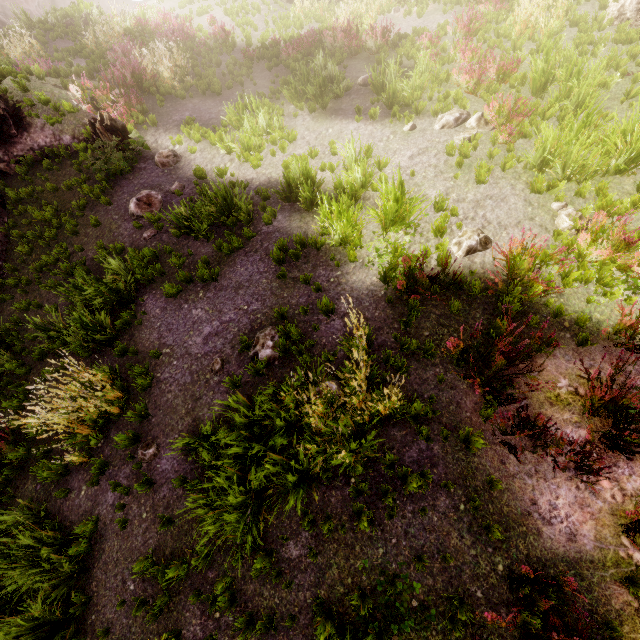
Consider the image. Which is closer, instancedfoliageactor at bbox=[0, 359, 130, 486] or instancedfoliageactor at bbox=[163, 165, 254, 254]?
instancedfoliageactor at bbox=[0, 359, 130, 486]

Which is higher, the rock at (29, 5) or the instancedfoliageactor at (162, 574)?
the rock at (29, 5)

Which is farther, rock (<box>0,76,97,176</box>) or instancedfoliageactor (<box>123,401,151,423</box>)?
rock (<box>0,76,97,176</box>)

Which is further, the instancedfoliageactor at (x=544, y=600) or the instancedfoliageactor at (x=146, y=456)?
the instancedfoliageactor at (x=146, y=456)

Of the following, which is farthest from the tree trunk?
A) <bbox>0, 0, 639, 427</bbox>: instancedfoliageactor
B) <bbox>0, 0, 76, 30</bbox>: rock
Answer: <bbox>0, 0, 639, 427</bbox>: instancedfoliageactor

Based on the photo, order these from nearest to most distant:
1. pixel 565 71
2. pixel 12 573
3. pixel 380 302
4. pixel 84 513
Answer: pixel 12 573, pixel 84 513, pixel 380 302, pixel 565 71

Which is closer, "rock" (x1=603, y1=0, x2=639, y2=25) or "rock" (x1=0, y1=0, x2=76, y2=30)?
"rock" (x1=603, y1=0, x2=639, y2=25)

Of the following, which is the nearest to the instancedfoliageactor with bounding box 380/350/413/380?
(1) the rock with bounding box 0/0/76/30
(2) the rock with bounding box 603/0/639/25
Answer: (1) the rock with bounding box 0/0/76/30
